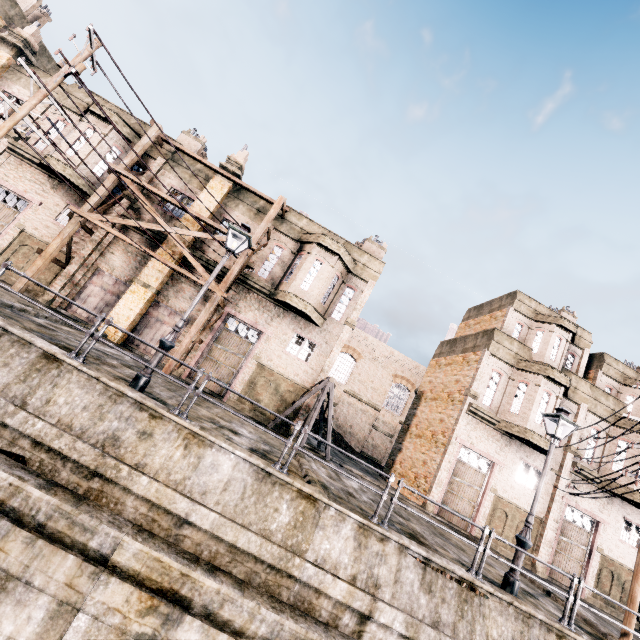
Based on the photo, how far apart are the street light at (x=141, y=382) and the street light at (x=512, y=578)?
11.34m

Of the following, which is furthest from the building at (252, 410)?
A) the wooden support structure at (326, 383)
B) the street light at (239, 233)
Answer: the street light at (239, 233)

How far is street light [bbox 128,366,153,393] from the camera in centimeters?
866cm

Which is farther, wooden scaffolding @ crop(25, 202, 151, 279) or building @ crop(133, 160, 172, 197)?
building @ crop(133, 160, 172, 197)

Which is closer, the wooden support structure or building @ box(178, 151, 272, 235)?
the wooden support structure

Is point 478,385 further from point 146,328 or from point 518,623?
point 146,328

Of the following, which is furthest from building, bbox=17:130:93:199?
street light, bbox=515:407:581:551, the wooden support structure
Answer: street light, bbox=515:407:581:551
